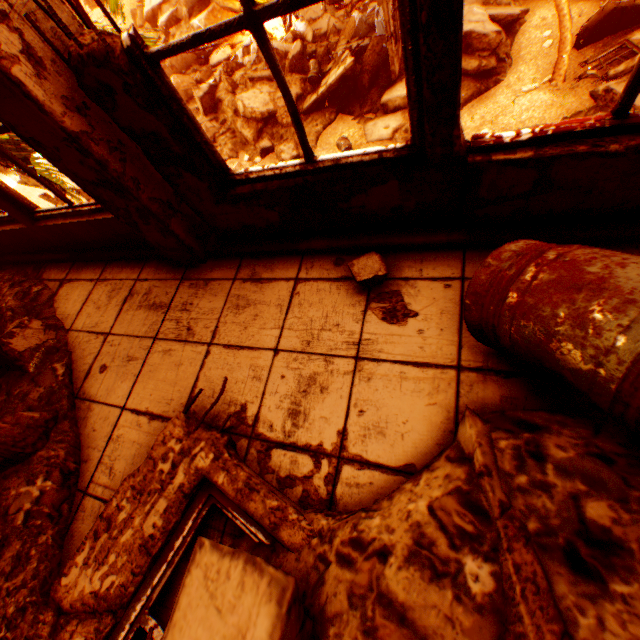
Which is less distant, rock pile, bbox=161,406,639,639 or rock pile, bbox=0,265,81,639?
rock pile, bbox=161,406,639,639

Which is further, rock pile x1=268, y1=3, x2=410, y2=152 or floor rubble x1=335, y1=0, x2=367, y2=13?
floor rubble x1=335, y1=0, x2=367, y2=13

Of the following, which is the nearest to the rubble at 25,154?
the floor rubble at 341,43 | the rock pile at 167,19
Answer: the floor rubble at 341,43

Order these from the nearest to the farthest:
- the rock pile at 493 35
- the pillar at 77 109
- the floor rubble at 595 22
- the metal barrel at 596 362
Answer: the metal barrel at 596 362
the pillar at 77 109
the floor rubble at 595 22
the rock pile at 493 35

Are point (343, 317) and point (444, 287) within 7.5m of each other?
yes

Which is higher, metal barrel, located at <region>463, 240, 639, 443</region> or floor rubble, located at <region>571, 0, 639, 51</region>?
metal barrel, located at <region>463, 240, 639, 443</region>

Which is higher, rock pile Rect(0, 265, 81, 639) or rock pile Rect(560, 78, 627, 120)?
rock pile Rect(0, 265, 81, 639)

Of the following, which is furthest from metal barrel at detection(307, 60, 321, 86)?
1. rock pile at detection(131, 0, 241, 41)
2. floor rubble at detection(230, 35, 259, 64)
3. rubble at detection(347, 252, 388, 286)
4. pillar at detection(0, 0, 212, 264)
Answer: rock pile at detection(131, 0, 241, 41)
